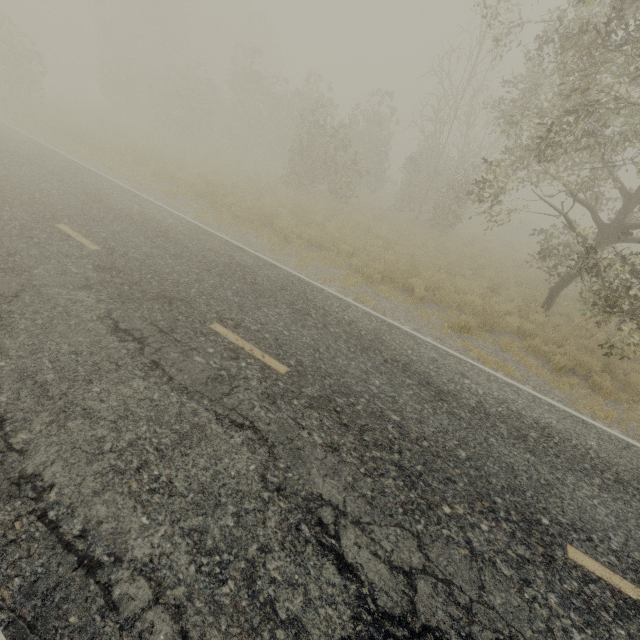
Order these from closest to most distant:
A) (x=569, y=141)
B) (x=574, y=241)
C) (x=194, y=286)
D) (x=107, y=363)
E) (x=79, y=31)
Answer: (x=107, y=363) < (x=194, y=286) < (x=569, y=141) < (x=574, y=241) < (x=79, y=31)
